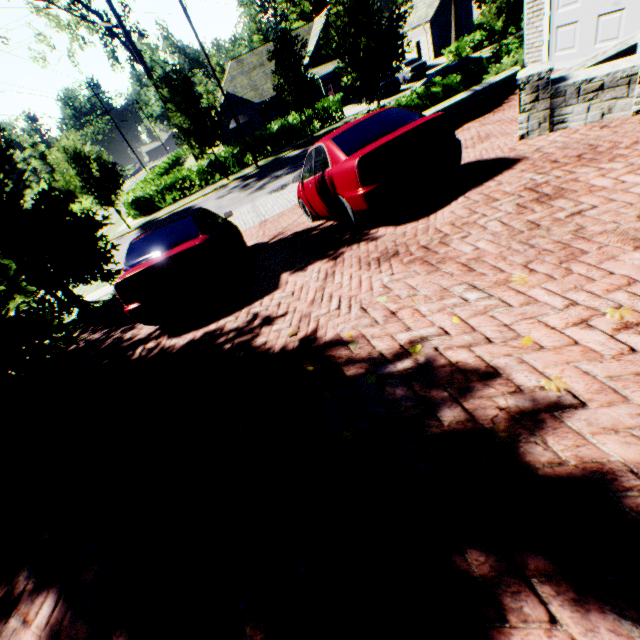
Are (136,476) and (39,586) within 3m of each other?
yes

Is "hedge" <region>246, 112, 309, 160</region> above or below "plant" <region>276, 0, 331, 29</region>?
below

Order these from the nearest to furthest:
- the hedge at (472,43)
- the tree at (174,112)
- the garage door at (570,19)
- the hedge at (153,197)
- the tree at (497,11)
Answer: the garage door at (570,19) < the tree at (497,11) < the tree at (174,112) < the hedge at (153,197) < the hedge at (472,43)

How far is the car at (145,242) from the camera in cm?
507

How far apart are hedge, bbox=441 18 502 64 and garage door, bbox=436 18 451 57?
8.63m

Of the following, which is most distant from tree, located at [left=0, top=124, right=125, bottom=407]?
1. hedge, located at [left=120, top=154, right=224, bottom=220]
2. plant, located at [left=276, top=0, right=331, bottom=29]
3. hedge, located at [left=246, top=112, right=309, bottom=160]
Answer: hedge, located at [left=246, top=112, right=309, bottom=160]

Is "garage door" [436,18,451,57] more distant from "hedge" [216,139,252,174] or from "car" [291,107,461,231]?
"car" [291,107,461,231]

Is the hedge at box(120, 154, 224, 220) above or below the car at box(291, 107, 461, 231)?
below
